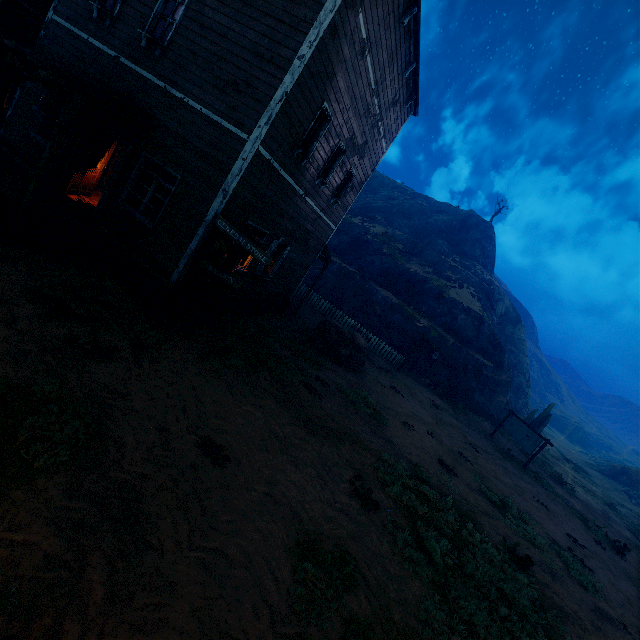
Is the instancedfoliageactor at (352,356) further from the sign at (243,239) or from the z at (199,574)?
the sign at (243,239)

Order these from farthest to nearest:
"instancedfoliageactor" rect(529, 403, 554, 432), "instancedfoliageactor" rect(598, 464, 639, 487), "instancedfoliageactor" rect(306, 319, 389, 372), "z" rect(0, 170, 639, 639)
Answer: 1. "instancedfoliageactor" rect(598, 464, 639, 487)
2. "instancedfoliageactor" rect(529, 403, 554, 432)
3. "instancedfoliageactor" rect(306, 319, 389, 372)
4. "z" rect(0, 170, 639, 639)

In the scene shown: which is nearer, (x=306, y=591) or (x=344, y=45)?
(x=306, y=591)

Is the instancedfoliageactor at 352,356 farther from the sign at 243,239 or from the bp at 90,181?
the bp at 90,181

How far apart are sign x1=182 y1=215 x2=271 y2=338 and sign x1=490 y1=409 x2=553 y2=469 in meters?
19.2

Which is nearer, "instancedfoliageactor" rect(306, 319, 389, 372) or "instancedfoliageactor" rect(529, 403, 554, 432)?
"instancedfoliageactor" rect(306, 319, 389, 372)

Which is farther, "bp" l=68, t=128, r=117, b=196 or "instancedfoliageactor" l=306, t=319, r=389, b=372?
"instancedfoliageactor" l=306, t=319, r=389, b=372

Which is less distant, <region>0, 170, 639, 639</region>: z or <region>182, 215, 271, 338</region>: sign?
<region>0, 170, 639, 639</region>: z
